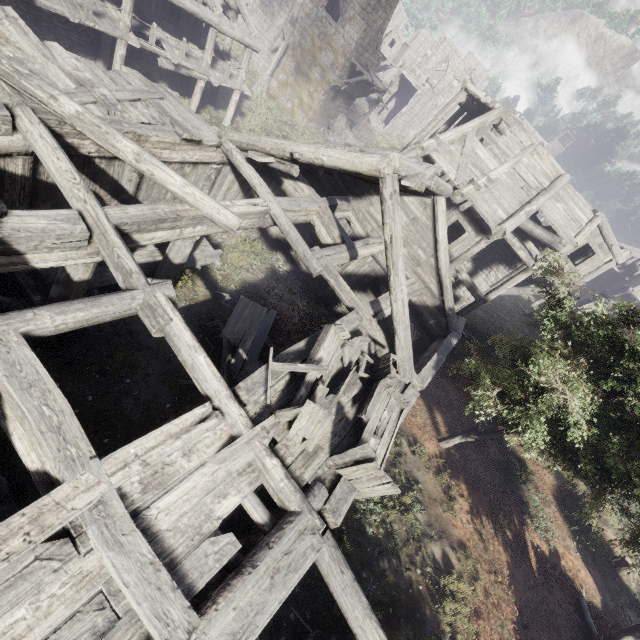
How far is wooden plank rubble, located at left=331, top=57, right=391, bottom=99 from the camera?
25.2m

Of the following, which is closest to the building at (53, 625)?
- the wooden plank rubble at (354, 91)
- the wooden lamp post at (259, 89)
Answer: the wooden plank rubble at (354, 91)

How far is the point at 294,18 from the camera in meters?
25.3

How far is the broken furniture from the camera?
5.5m

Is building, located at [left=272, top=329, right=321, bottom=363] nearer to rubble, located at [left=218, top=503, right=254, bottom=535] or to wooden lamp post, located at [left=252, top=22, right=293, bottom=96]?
rubble, located at [left=218, top=503, right=254, bottom=535]

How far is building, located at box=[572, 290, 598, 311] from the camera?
25.0m

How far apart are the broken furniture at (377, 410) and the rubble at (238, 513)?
2.42m

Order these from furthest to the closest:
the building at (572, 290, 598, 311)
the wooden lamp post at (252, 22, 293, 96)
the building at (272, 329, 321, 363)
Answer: the building at (572, 290, 598, 311) < the wooden lamp post at (252, 22, 293, 96) < the building at (272, 329, 321, 363)
